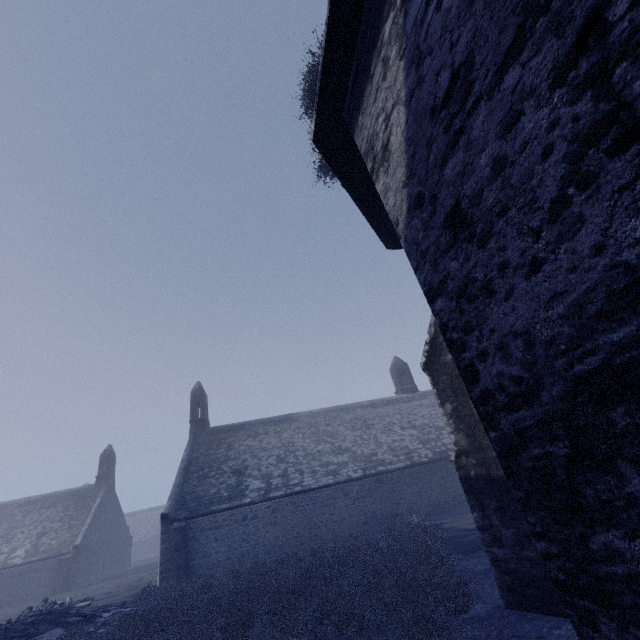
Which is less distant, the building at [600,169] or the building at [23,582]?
the building at [600,169]

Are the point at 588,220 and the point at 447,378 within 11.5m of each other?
yes

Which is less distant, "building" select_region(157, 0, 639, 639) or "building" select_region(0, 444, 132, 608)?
"building" select_region(157, 0, 639, 639)
